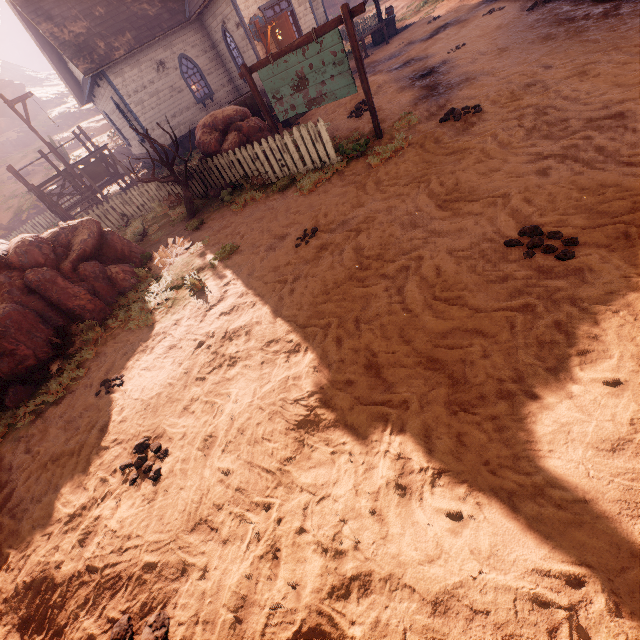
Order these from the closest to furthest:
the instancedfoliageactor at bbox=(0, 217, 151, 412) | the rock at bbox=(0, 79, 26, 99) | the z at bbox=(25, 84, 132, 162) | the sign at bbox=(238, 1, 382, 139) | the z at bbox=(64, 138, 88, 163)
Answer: the instancedfoliageactor at bbox=(0, 217, 151, 412)
the sign at bbox=(238, 1, 382, 139)
the z at bbox=(64, 138, 88, 163)
the z at bbox=(25, 84, 132, 162)
the rock at bbox=(0, 79, 26, 99)

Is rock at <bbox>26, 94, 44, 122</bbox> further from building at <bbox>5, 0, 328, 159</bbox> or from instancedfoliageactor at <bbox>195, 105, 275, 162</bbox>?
instancedfoliageactor at <bbox>195, 105, 275, 162</bbox>

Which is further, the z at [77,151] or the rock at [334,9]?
the rock at [334,9]

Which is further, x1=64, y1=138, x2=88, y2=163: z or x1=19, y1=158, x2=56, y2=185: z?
x1=64, y1=138, x2=88, y2=163: z

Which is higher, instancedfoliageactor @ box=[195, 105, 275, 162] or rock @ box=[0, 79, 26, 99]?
rock @ box=[0, 79, 26, 99]

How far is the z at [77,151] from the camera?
29.55m

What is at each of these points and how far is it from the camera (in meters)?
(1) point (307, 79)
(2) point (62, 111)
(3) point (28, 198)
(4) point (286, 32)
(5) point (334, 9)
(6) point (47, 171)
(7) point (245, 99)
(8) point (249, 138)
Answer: (1) sign, 7.18
(2) z, 41.84
(3) z, 26.53
(4) bp, 15.06
(5) rock, 37.66
(6) z, 29.92
(7) carraige, 10.45
(8) instancedfoliageactor, 9.25

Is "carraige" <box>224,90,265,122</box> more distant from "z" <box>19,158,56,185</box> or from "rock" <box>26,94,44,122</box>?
"rock" <box>26,94,44,122</box>
